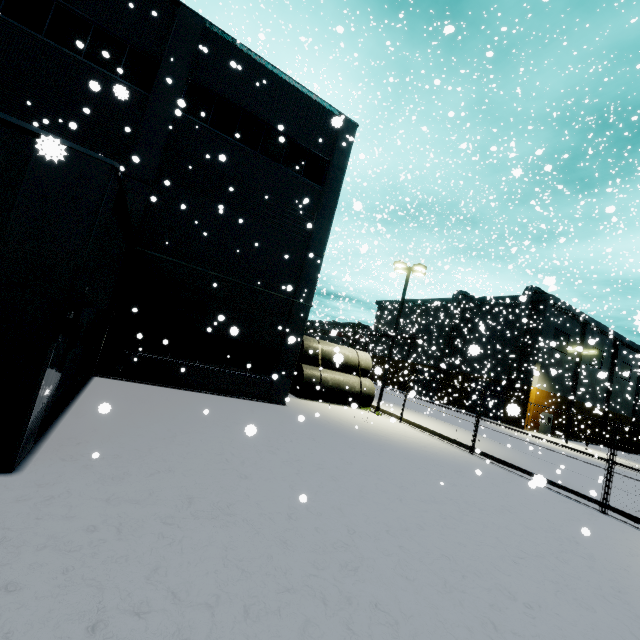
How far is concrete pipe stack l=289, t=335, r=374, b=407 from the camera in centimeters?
1908cm

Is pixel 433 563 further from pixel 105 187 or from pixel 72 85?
pixel 72 85

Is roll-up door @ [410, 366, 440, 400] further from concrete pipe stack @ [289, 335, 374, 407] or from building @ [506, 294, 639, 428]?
concrete pipe stack @ [289, 335, 374, 407]

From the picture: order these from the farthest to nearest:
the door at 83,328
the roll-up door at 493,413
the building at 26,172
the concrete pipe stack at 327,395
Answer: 1. the roll-up door at 493,413
2. the concrete pipe stack at 327,395
3. the door at 83,328
4. the building at 26,172

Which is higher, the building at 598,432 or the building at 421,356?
the building at 421,356

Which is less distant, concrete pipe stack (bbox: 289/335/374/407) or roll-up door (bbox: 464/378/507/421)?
concrete pipe stack (bbox: 289/335/374/407)

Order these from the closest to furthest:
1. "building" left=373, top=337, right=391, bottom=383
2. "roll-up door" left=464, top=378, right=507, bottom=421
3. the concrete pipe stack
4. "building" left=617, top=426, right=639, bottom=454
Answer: "building" left=373, top=337, right=391, bottom=383 → the concrete pipe stack → "roll-up door" left=464, top=378, right=507, bottom=421 → "building" left=617, top=426, right=639, bottom=454

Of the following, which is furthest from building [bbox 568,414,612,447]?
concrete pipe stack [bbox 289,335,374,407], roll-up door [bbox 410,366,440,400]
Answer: concrete pipe stack [bbox 289,335,374,407]
